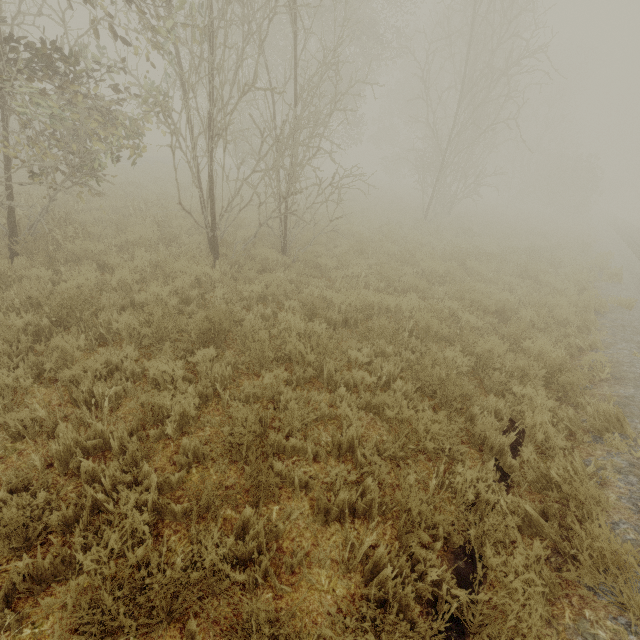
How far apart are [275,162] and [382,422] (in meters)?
5.58

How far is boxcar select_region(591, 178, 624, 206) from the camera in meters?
56.8

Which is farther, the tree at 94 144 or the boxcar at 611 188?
the boxcar at 611 188

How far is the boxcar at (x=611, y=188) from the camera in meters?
56.8 m

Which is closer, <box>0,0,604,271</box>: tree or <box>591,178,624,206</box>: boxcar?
<box>0,0,604,271</box>: tree
